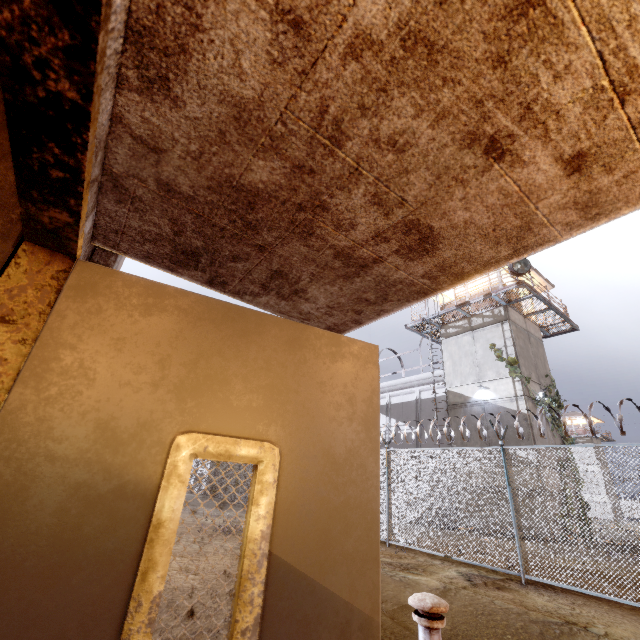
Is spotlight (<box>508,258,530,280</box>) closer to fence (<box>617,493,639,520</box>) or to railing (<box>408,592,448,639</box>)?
fence (<box>617,493,639,520</box>)

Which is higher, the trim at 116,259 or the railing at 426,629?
the trim at 116,259

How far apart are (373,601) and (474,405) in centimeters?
1815cm

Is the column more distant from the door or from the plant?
the plant

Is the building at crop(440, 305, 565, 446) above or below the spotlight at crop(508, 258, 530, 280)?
below

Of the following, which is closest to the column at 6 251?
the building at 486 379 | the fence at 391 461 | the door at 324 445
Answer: the door at 324 445

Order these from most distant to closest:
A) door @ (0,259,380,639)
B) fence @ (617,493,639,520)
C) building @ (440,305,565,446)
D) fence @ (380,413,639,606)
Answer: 1. building @ (440,305,565,446)
2. fence @ (380,413,639,606)
3. fence @ (617,493,639,520)
4. door @ (0,259,380,639)

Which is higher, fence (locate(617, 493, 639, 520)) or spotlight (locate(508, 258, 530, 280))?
spotlight (locate(508, 258, 530, 280))
